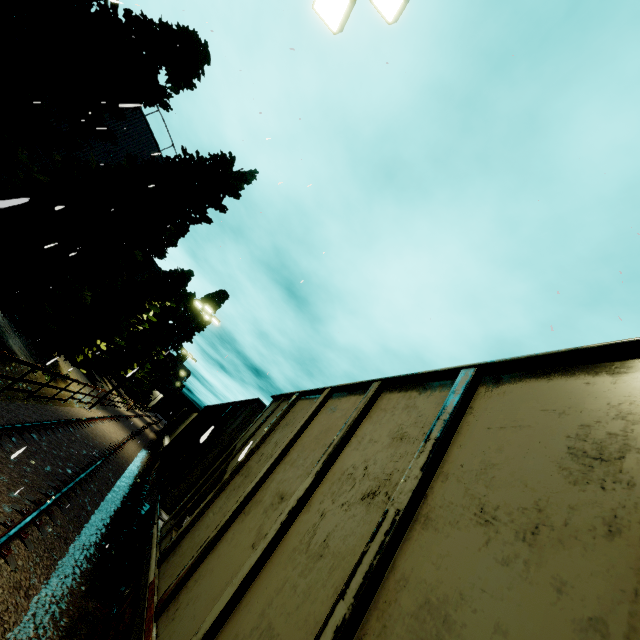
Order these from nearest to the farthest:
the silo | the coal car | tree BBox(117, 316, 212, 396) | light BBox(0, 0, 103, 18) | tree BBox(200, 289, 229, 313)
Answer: the coal car, light BBox(0, 0, 103, 18), the silo, tree BBox(117, 316, 212, 396), tree BBox(200, 289, 229, 313)

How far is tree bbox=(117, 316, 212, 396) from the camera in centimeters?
4227cm

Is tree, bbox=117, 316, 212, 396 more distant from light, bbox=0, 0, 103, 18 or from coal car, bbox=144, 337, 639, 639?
light, bbox=0, 0, 103, 18

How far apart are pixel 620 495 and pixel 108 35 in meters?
14.0

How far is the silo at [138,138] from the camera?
18.4m

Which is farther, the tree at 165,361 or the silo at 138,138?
the tree at 165,361

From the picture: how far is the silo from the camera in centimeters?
1836cm

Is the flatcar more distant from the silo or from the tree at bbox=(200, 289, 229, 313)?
the tree at bbox=(200, 289, 229, 313)
